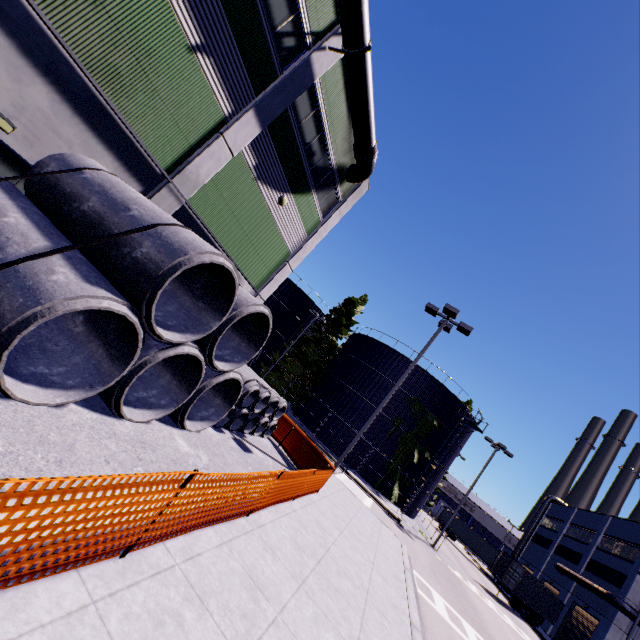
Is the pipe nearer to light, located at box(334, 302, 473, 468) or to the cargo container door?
light, located at box(334, 302, 473, 468)

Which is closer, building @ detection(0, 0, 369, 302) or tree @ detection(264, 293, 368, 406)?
building @ detection(0, 0, 369, 302)

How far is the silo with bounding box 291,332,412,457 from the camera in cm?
3206

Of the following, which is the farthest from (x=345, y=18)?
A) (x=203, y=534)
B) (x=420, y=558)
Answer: (x=420, y=558)

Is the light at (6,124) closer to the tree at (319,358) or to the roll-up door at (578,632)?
the tree at (319,358)

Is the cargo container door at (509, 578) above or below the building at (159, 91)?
below

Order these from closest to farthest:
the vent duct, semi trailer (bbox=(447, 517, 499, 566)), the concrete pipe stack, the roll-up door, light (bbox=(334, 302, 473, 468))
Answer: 1. the concrete pipe stack
2. light (bbox=(334, 302, 473, 468))
3. the vent duct
4. the roll-up door
5. semi trailer (bbox=(447, 517, 499, 566))

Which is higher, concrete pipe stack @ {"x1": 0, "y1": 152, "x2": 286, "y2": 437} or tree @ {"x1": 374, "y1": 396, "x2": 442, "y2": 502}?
tree @ {"x1": 374, "y1": 396, "x2": 442, "y2": 502}
